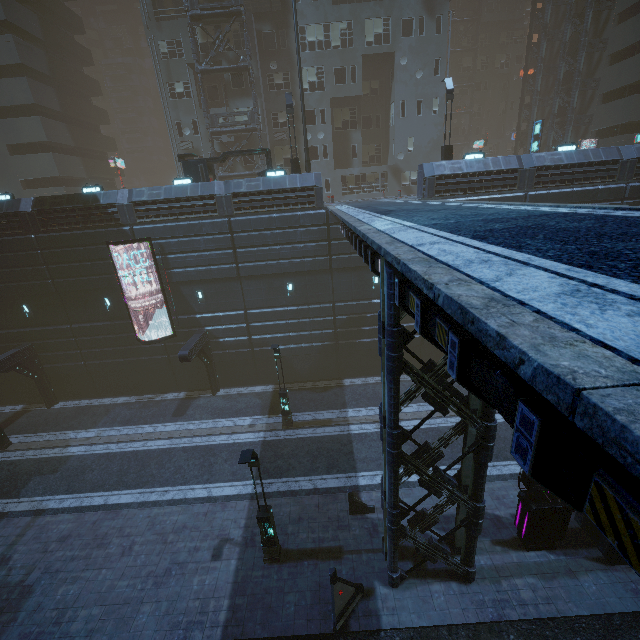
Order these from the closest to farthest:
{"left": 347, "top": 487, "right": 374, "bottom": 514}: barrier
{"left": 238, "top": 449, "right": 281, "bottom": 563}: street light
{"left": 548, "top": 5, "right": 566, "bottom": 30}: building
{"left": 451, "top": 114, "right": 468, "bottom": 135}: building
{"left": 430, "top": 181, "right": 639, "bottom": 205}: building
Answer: {"left": 238, "top": 449, "right": 281, "bottom": 563}: street light
{"left": 347, "top": 487, "right": 374, "bottom": 514}: barrier
{"left": 430, "top": 181, "right": 639, "bottom": 205}: building
{"left": 548, "top": 5, "right": 566, "bottom": 30}: building
{"left": 451, "top": 114, "right": 468, "bottom": 135}: building

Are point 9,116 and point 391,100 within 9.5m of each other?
no

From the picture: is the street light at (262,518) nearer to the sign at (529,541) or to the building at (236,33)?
the building at (236,33)

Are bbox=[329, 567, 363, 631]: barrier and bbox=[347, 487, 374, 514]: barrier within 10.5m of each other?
yes

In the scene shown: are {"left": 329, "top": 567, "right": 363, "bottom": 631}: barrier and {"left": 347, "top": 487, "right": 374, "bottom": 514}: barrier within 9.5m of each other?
yes

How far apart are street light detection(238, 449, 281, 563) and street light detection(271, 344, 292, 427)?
6.7m

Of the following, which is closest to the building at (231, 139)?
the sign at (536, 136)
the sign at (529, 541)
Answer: the sign at (529, 541)

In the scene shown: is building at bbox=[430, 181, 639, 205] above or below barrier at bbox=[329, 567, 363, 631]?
above
